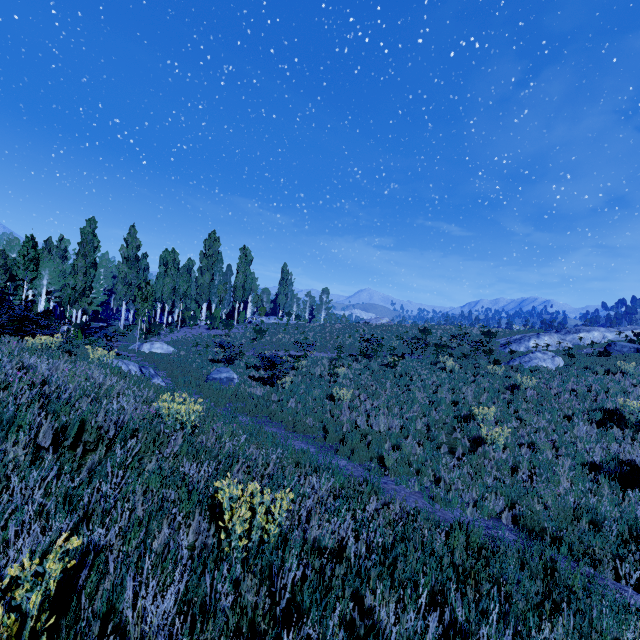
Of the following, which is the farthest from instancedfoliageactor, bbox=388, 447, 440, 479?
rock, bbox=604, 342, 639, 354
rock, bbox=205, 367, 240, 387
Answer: rock, bbox=604, 342, 639, 354

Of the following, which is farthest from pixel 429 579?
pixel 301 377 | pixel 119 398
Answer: pixel 301 377

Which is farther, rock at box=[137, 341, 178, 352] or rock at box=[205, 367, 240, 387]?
rock at box=[137, 341, 178, 352]

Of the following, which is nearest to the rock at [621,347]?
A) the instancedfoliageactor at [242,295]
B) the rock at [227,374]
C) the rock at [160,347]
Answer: the rock at [227,374]

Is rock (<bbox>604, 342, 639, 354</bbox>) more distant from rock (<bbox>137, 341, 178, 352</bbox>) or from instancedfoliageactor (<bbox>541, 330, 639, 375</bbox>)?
rock (<bbox>137, 341, 178, 352</bbox>)

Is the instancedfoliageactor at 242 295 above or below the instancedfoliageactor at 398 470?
above

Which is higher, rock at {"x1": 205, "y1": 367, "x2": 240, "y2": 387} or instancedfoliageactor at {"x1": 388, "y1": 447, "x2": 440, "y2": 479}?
rock at {"x1": 205, "y1": 367, "x2": 240, "y2": 387}
